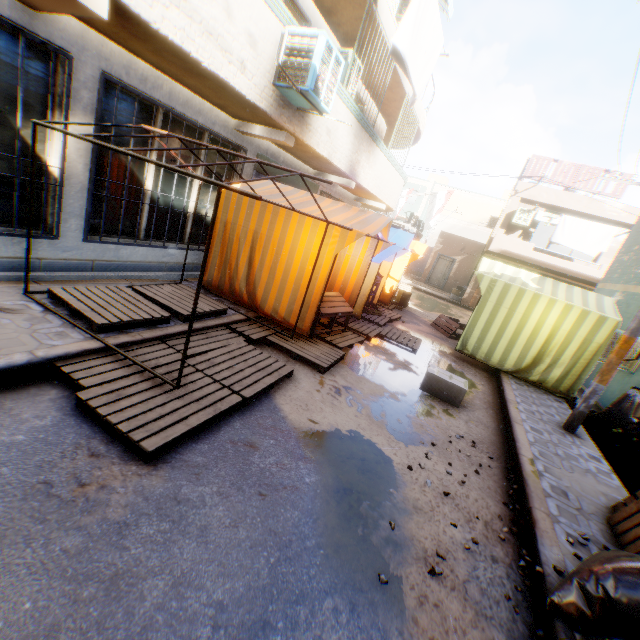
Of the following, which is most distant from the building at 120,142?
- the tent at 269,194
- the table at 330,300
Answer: the table at 330,300

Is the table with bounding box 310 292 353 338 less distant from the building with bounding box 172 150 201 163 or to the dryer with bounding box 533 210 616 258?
the building with bounding box 172 150 201 163

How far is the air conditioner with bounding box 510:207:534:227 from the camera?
16.84m

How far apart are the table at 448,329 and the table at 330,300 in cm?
511

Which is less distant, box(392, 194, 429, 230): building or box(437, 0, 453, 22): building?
box(437, 0, 453, 22): building

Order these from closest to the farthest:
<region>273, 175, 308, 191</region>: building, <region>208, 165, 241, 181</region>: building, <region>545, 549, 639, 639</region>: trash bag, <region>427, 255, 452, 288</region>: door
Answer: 1. <region>545, 549, 639, 639</region>: trash bag
2. <region>208, 165, 241, 181</region>: building
3. <region>273, 175, 308, 191</region>: building
4. <region>427, 255, 452, 288</region>: door

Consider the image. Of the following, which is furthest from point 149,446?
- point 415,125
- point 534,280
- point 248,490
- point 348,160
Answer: point 415,125

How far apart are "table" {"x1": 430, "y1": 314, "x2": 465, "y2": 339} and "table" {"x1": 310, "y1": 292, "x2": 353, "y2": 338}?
5.1m
